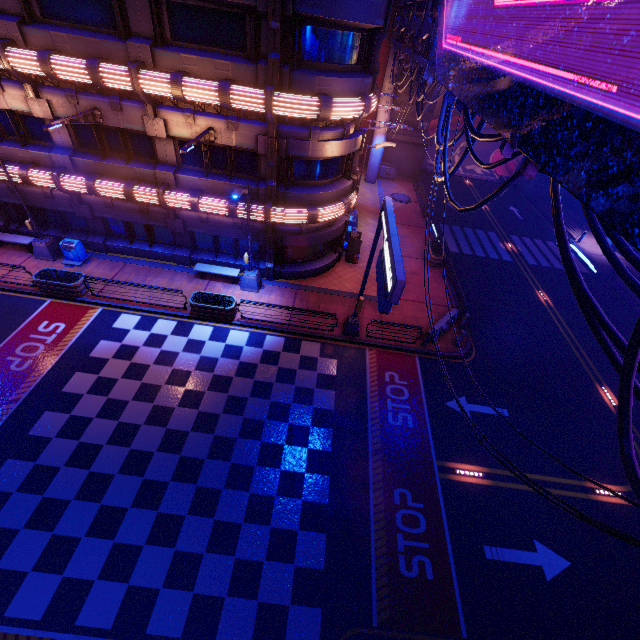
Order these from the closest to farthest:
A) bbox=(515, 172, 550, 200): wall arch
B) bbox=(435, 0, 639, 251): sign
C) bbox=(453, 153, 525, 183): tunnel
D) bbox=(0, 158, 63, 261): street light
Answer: bbox=(435, 0, 639, 251): sign
bbox=(0, 158, 63, 261): street light
bbox=(515, 172, 550, 200): wall arch
bbox=(453, 153, 525, 183): tunnel

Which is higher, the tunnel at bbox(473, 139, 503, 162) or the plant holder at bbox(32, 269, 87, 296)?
the plant holder at bbox(32, 269, 87, 296)

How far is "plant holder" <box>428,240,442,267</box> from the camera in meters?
22.0 m

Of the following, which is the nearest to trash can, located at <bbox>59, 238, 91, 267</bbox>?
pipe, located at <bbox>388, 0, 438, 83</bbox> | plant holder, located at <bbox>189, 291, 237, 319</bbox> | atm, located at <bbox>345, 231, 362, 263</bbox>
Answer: plant holder, located at <bbox>189, 291, 237, 319</bbox>

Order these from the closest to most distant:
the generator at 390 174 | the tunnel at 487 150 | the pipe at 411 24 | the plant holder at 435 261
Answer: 1. the pipe at 411 24
2. the plant holder at 435 261
3. the generator at 390 174
4. the tunnel at 487 150

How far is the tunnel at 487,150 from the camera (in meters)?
44.91

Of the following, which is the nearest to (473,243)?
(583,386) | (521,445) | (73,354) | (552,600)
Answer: (583,386)

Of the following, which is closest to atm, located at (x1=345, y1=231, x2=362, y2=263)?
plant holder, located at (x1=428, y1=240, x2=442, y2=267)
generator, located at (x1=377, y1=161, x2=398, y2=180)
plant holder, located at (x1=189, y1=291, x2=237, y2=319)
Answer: plant holder, located at (x1=428, y1=240, x2=442, y2=267)
